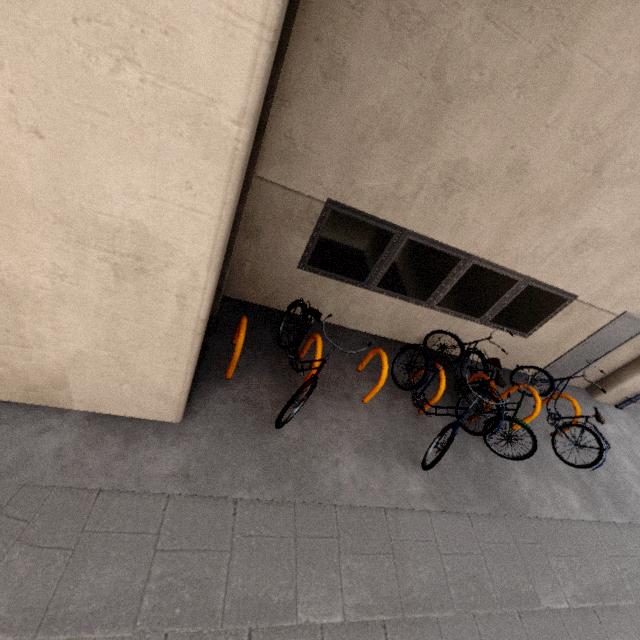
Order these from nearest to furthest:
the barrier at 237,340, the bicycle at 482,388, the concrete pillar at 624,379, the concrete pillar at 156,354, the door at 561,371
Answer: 1. the concrete pillar at 156,354
2. the barrier at 237,340
3. the bicycle at 482,388
4. the door at 561,371
5. the concrete pillar at 624,379

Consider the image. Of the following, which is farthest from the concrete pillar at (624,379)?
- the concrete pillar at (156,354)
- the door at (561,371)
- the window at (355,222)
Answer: the concrete pillar at (156,354)

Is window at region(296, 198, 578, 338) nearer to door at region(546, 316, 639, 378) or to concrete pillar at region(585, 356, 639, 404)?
door at region(546, 316, 639, 378)

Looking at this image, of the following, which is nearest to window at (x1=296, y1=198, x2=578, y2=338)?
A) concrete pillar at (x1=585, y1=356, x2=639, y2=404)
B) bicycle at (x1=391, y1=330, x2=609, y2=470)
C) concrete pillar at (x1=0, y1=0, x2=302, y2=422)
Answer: bicycle at (x1=391, y1=330, x2=609, y2=470)

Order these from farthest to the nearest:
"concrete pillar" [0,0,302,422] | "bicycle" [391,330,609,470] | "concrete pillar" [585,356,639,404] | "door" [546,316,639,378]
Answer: "concrete pillar" [585,356,639,404], "door" [546,316,639,378], "bicycle" [391,330,609,470], "concrete pillar" [0,0,302,422]

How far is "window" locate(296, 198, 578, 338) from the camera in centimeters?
444cm

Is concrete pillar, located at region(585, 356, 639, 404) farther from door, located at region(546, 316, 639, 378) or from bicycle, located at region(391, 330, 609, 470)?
bicycle, located at region(391, 330, 609, 470)

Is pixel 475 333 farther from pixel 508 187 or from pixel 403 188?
pixel 403 188
